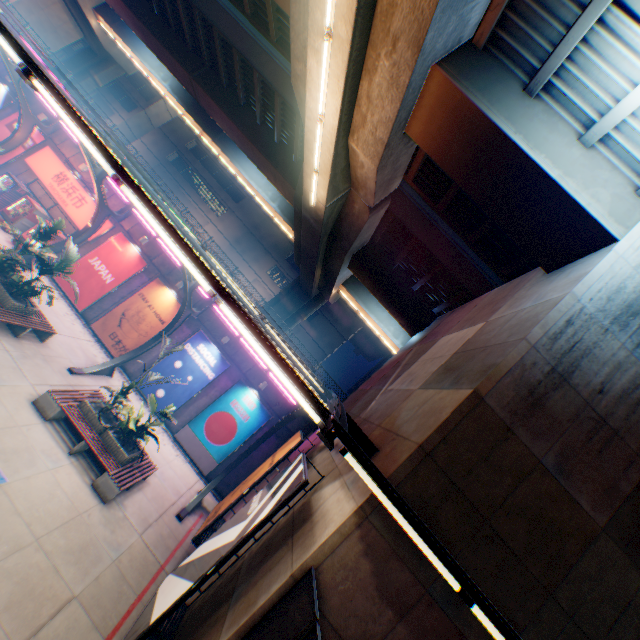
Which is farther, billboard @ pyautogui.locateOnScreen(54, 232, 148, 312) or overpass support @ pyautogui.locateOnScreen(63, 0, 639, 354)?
billboard @ pyautogui.locateOnScreen(54, 232, 148, 312)

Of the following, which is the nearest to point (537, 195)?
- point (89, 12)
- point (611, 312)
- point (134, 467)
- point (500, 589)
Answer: point (611, 312)

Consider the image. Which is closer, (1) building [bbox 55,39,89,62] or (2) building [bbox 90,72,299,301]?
(2) building [bbox 90,72,299,301]

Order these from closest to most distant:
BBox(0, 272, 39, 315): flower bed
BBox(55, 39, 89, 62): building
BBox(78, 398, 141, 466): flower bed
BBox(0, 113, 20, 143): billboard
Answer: BBox(78, 398, 141, 466): flower bed
BBox(0, 272, 39, 315): flower bed
BBox(0, 113, 20, 143): billboard
BBox(55, 39, 89, 62): building

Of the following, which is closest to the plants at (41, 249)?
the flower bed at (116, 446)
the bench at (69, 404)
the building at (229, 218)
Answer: the flower bed at (116, 446)

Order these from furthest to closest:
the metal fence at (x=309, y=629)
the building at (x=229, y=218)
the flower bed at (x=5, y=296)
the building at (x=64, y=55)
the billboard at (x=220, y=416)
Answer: the building at (x=64, y=55) < the building at (x=229, y=218) < the billboard at (x=220, y=416) < the flower bed at (x=5, y=296) < the metal fence at (x=309, y=629)

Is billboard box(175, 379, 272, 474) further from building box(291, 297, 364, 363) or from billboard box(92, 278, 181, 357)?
building box(291, 297, 364, 363)

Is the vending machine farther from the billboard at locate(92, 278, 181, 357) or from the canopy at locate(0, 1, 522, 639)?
the billboard at locate(92, 278, 181, 357)
